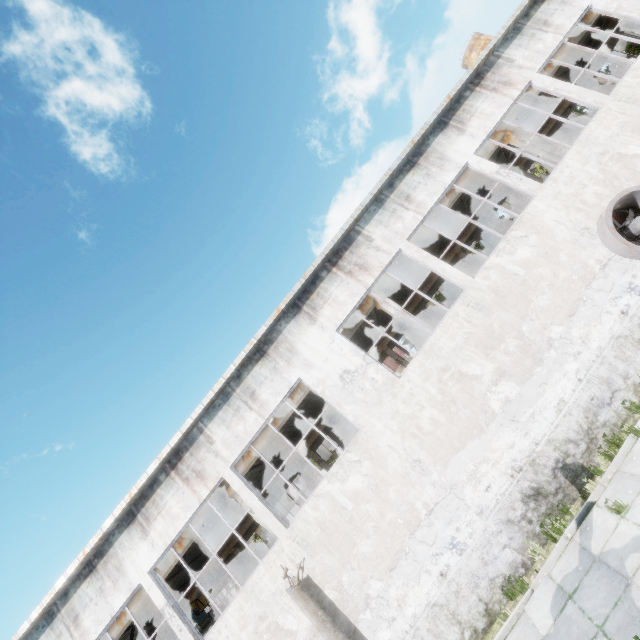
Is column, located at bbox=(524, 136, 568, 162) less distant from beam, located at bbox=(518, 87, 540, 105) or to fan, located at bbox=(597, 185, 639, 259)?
beam, located at bbox=(518, 87, 540, 105)

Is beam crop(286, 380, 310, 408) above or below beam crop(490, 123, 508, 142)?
below

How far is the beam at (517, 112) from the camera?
14.88m

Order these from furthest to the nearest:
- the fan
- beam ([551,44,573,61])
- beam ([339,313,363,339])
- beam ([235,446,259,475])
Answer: beam ([551,44,573,61]), beam ([339,313,363,339]), beam ([235,446,259,475]), the fan

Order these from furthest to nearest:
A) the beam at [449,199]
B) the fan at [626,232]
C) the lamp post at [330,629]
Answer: the beam at [449,199] < the fan at [626,232] < the lamp post at [330,629]

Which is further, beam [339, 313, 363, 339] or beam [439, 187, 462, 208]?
beam [439, 187, 462, 208]

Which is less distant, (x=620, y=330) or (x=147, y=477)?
(x=620, y=330)

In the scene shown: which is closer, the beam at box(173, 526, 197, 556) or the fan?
the fan
